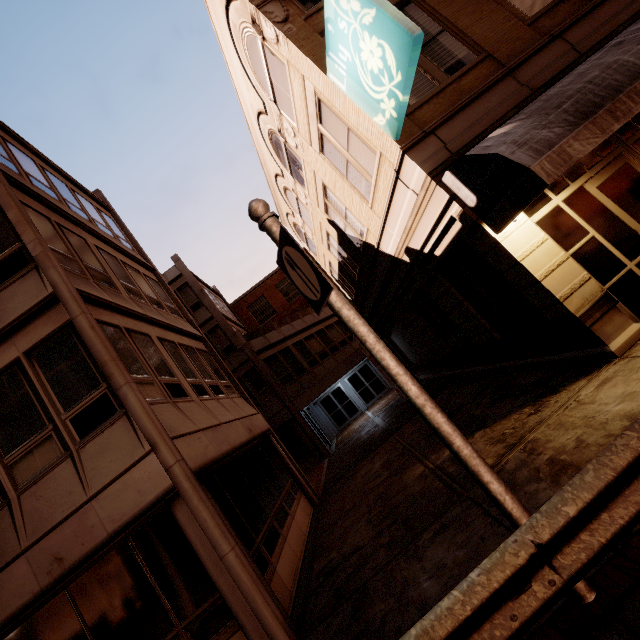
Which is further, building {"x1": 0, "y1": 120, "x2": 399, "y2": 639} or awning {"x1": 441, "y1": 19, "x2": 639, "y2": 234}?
building {"x1": 0, "y1": 120, "x2": 399, "y2": 639}

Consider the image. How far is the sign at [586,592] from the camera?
2.6 meters

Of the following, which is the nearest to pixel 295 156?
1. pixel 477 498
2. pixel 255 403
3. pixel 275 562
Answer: pixel 477 498

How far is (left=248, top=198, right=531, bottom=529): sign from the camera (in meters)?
2.84

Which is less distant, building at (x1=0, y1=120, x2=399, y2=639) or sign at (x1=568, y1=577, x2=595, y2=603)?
sign at (x1=568, y1=577, x2=595, y2=603)

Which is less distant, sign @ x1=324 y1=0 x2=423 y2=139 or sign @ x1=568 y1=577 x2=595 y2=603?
sign @ x1=568 y1=577 x2=595 y2=603

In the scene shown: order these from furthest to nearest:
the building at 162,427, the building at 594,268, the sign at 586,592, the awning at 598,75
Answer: the building at 594,268
the building at 162,427
the awning at 598,75
the sign at 586,592

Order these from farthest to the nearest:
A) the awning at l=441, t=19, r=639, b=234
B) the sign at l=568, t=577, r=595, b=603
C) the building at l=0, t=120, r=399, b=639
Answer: the building at l=0, t=120, r=399, b=639
the awning at l=441, t=19, r=639, b=234
the sign at l=568, t=577, r=595, b=603
